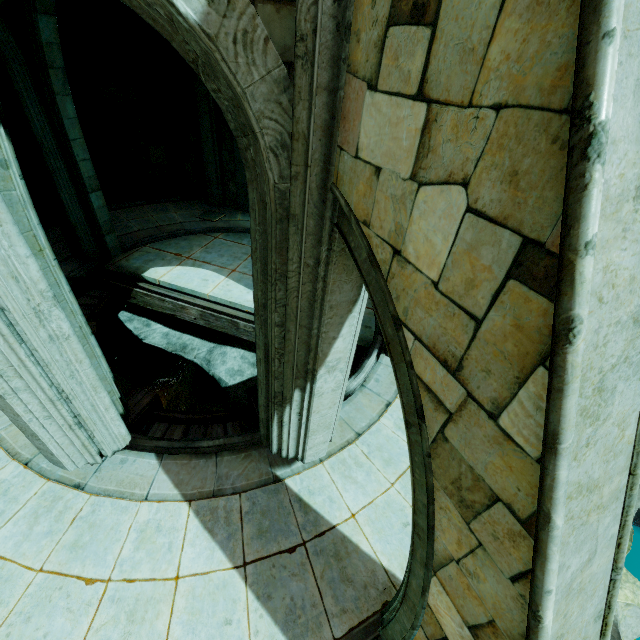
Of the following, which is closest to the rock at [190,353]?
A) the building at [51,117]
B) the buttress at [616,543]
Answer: the building at [51,117]

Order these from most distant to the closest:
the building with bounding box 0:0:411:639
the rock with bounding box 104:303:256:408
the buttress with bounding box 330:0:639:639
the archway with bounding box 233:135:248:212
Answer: the archway with bounding box 233:135:248:212, the rock with bounding box 104:303:256:408, the building with bounding box 0:0:411:639, the buttress with bounding box 330:0:639:639

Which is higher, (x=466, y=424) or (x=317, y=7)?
(x=317, y=7)

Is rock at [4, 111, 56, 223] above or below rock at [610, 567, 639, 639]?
above

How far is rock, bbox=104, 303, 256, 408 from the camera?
9.3 meters

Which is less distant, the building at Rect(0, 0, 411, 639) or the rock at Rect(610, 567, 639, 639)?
the building at Rect(0, 0, 411, 639)

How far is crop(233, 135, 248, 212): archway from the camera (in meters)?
11.68

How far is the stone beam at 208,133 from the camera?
10.6m
